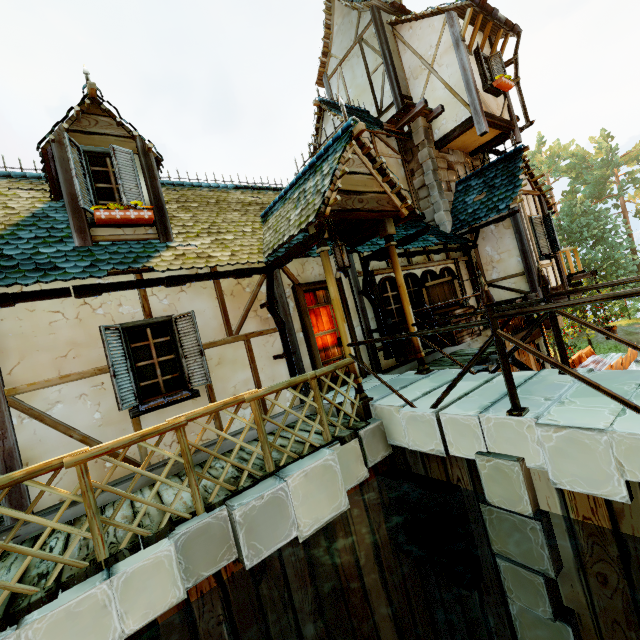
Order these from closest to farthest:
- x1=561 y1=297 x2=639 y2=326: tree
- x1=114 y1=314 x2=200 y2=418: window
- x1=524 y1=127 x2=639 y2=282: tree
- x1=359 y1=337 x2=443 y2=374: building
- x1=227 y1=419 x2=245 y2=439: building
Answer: x1=114 y1=314 x2=200 y2=418: window
x1=227 y1=419 x2=245 y2=439: building
x1=359 y1=337 x2=443 y2=374: building
x1=561 y1=297 x2=639 y2=326: tree
x1=524 y1=127 x2=639 y2=282: tree

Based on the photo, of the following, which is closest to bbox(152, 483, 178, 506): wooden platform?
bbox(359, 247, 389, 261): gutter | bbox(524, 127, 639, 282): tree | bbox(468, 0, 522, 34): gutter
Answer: bbox(359, 247, 389, 261): gutter

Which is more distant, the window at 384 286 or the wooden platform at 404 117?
the wooden platform at 404 117

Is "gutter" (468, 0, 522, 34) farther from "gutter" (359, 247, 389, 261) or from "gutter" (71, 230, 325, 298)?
"gutter" (71, 230, 325, 298)

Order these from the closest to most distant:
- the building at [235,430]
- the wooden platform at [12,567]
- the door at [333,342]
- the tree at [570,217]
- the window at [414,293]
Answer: the wooden platform at [12,567]
the building at [235,430]
the door at [333,342]
the window at [414,293]
the tree at [570,217]

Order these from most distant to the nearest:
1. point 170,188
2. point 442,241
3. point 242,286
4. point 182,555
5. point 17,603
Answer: point 442,241, point 170,188, point 242,286, point 182,555, point 17,603

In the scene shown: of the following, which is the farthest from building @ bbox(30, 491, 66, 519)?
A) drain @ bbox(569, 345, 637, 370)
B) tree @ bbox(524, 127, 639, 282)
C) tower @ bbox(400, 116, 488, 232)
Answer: tree @ bbox(524, 127, 639, 282)

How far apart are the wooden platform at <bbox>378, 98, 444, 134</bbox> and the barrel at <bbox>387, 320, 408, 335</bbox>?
6.6 meters
